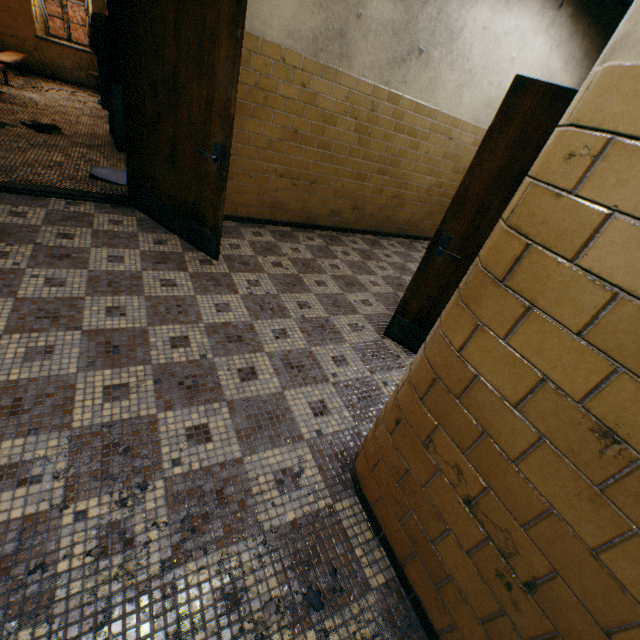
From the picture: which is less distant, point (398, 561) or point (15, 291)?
point (398, 561)

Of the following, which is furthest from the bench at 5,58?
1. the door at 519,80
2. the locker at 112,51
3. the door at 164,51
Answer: the door at 519,80

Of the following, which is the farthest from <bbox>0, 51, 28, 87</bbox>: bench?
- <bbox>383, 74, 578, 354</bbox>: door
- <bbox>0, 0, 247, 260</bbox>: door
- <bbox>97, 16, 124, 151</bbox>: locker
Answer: <bbox>383, 74, 578, 354</bbox>: door

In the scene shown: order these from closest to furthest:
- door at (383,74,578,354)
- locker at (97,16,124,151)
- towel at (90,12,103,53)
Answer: door at (383,74,578,354) < locker at (97,16,124,151) < towel at (90,12,103,53)

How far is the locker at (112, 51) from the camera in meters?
4.5 m

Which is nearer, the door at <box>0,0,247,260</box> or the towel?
the door at <box>0,0,247,260</box>

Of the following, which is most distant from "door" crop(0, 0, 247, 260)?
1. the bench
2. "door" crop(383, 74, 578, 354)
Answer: the bench

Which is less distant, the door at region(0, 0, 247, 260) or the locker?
the door at region(0, 0, 247, 260)
